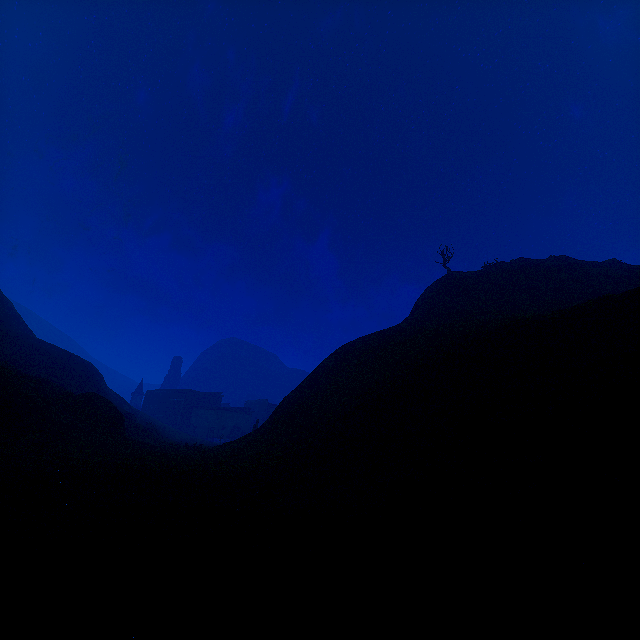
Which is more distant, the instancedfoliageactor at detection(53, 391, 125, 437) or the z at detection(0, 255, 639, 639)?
the instancedfoliageactor at detection(53, 391, 125, 437)

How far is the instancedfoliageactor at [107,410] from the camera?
21.00m

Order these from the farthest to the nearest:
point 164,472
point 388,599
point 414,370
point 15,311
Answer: point 15,311
point 414,370
point 164,472
point 388,599

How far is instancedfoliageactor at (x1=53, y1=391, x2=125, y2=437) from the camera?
21.00m

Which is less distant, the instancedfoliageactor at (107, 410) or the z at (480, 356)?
the z at (480, 356)
